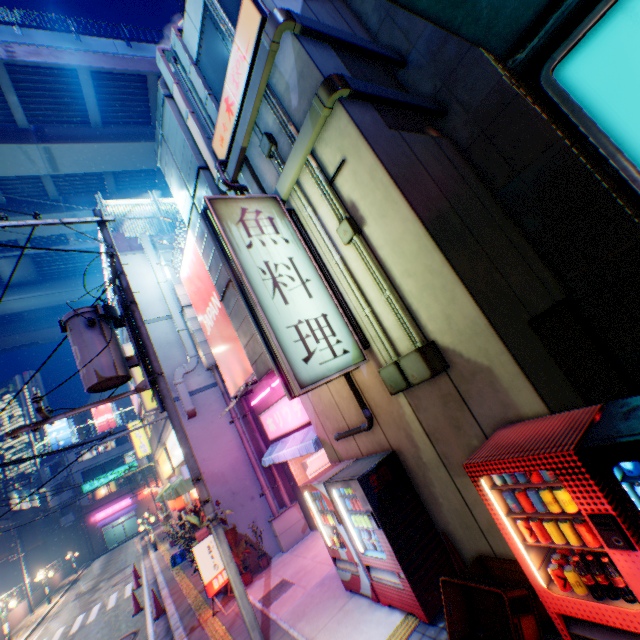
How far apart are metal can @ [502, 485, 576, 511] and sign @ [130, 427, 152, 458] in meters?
24.6

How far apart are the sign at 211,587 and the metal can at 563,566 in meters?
8.1

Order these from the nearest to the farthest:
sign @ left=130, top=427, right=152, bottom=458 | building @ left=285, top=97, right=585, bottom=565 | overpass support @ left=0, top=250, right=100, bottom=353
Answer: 1. building @ left=285, top=97, right=585, bottom=565
2. sign @ left=130, top=427, right=152, bottom=458
3. overpass support @ left=0, top=250, right=100, bottom=353

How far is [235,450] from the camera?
10.8m

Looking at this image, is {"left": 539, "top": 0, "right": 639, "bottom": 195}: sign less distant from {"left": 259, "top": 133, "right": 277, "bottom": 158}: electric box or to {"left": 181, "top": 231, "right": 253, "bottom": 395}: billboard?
{"left": 259, "top": 133, "right": 277, "bottom": 158}: electric box

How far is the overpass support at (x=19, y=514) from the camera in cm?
3853

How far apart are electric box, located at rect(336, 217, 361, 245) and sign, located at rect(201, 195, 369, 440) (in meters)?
0.70

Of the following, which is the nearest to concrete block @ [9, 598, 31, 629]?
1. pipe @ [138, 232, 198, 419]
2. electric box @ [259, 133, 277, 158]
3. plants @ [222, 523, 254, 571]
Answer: plants @ [222, 523, 254, 571]
